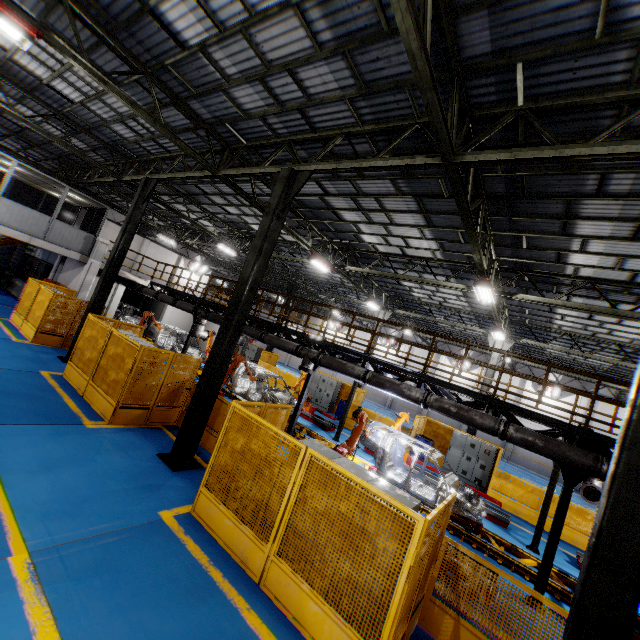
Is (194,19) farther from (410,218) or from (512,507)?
(512,507)

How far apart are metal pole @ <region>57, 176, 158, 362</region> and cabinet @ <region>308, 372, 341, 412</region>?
13.03m

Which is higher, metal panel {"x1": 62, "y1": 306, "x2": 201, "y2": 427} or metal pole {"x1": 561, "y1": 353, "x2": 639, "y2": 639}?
metal pole {"x1": 561, "y1": 353, "x2": 639, "y2": 639}

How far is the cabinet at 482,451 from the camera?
15.7m

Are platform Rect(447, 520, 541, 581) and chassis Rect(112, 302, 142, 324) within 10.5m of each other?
yes

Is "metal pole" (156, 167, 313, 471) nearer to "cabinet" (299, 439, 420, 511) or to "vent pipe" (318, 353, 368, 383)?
"cabinet" (299, 439, 420, 511)

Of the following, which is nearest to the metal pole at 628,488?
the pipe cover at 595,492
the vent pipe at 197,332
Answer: the vent pipe at 197,332

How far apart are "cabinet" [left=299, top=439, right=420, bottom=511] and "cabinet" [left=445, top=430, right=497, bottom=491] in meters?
13.4 m
